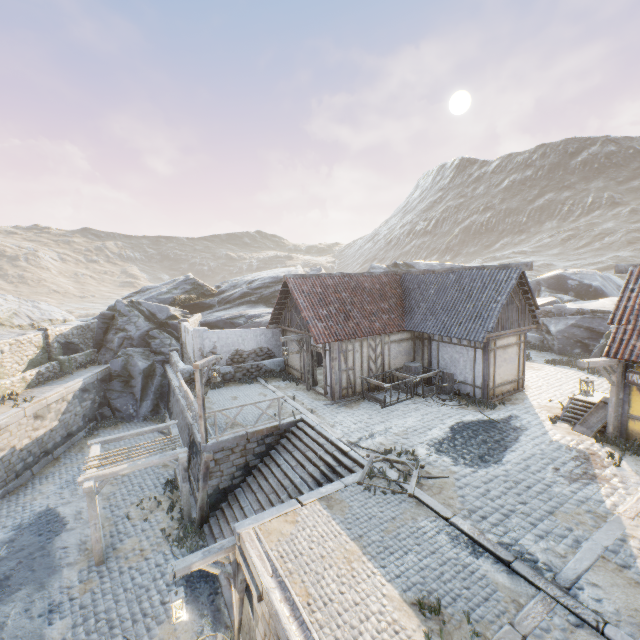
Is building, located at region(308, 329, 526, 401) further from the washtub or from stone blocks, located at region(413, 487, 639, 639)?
the washtub

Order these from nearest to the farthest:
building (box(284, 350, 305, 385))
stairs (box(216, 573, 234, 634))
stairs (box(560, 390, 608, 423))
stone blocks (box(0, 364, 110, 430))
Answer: stairs (box(216, 573, 234, 634)) < stairs (box(560, 390, 608, 423)) < stone blocks (box(0, 364, 110, 430)) < building (box(284, 350, 305, 385))

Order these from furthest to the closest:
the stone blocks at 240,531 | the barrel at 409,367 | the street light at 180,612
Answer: the barrel at 409,367 → the street light at 180,612 → the stone blocks at 240,531

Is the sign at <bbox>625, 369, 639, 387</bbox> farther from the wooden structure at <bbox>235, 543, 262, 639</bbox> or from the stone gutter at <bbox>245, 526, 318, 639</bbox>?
the wooden structure at <bbox>235, 543, 262, 639</bbox>

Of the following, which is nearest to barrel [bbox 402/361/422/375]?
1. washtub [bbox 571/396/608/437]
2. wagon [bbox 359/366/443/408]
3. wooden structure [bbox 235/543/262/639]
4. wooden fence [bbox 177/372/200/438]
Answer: wagon [bbox 359/366/443/408]

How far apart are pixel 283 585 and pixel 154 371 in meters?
20.4

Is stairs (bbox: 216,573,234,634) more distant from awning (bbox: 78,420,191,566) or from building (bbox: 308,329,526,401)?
building (bbox: 308,329,526,401)

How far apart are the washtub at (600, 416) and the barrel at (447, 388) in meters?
4.2
